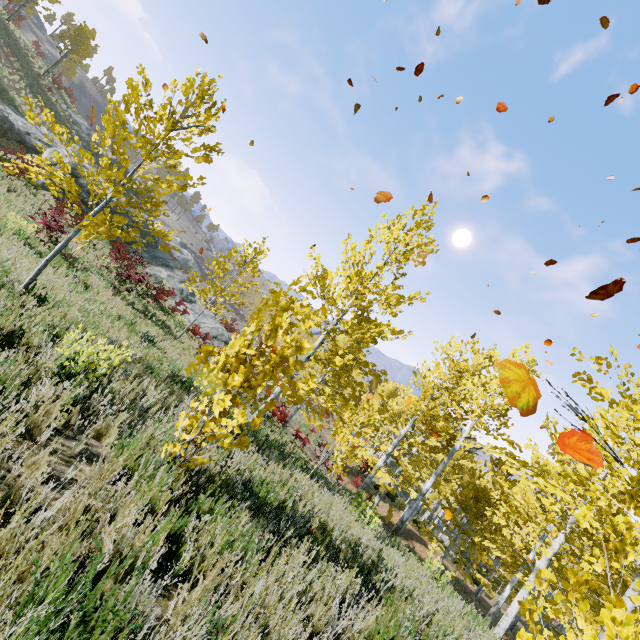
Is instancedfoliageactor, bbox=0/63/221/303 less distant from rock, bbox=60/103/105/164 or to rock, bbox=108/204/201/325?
rock, bbox=108/204/201/325

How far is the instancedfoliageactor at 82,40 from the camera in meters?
32.9

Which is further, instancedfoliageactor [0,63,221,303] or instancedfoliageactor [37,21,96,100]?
instancedfoliageactor [37,21,96,100]

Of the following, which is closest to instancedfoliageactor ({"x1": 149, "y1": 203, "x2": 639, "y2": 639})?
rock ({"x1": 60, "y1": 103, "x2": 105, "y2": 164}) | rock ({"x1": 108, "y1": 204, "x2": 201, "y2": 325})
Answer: rock ({"x1": 108, "y1": 204, "x2": 201, "y2": 325})

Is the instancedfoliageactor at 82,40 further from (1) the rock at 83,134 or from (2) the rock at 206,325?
(1) the rock at 83,134

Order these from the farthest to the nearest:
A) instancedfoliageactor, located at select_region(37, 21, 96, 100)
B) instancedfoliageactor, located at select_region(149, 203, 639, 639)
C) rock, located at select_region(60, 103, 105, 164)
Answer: rock, located at select_region(60, 103, 105, 164)
instancedfoliageactor, located at select_region(37, 21, 96, 100)
instancedfoliageactor, located at select_region(149, 203, 639, 639)

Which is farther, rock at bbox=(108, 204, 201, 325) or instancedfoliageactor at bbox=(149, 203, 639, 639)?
rock at bbox=(108, 204, 201, 325)

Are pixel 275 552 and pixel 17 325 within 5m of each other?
yes
